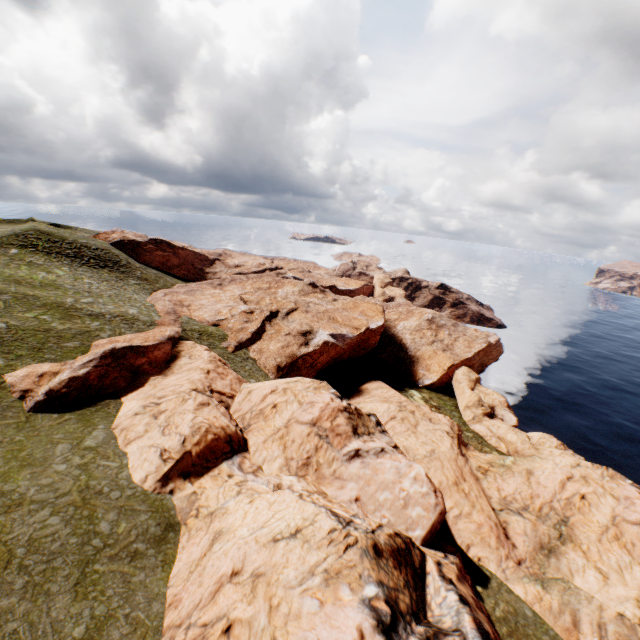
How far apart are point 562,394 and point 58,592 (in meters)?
72.42
